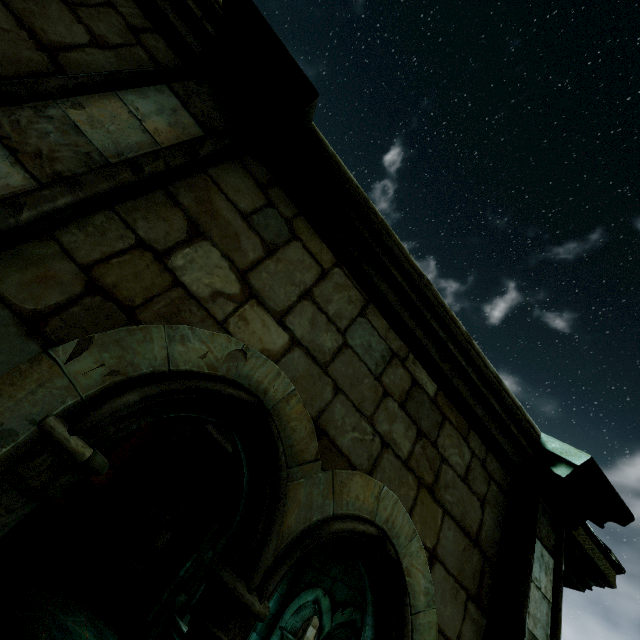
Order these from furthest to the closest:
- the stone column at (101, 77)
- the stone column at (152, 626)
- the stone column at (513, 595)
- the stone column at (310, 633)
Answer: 1. the stone column at (310, 633)
2. the stone column at (152, 626)
3. the stone column at (513, 595)
4. the stone column at (101, 77)

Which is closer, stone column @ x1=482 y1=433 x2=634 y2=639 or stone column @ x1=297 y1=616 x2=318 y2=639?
stone column @ x1=482 y1=433 x2=634 y2=639

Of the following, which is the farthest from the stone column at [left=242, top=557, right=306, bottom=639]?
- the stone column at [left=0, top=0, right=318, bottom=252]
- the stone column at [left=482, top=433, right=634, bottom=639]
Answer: the stone column at [left=0, top=0, right=318, bottom=252]

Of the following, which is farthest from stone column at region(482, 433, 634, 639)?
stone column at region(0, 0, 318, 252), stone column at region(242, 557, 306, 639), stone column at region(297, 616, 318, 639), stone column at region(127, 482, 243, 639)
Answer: stone column at region(297, 616, 318, 639)

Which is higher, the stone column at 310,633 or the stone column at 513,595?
the stone column at 513,595

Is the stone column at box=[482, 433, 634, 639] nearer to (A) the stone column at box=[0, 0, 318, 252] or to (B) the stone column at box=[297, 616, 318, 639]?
(A) the stone column at box=[0, 0, 318, 252]

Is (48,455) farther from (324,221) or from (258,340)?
(324,221)

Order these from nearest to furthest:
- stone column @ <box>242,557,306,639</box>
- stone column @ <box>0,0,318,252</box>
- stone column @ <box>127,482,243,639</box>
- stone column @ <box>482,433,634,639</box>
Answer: stone column @ <box>0,0,318,252</box> < stone column @ <box>482,433,634,639</box> < stone column @ <box>242,557,306,639</box> < stone column @ <box>127,482,243,639</box>
